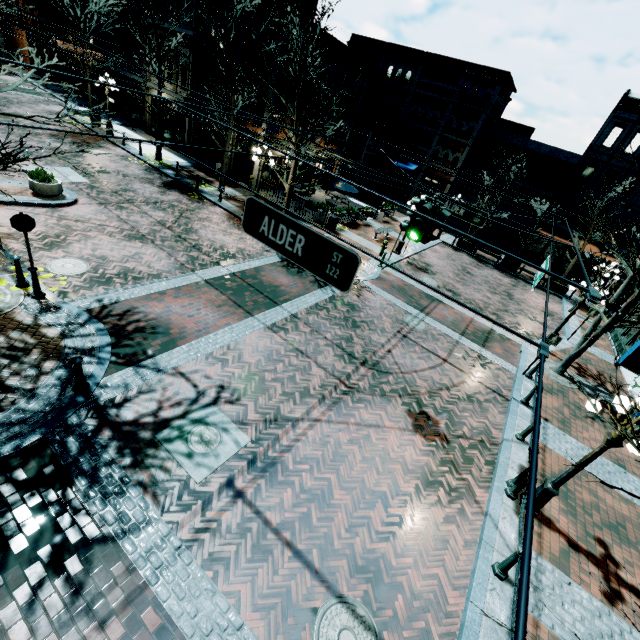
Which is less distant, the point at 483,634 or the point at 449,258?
the point at 483,634

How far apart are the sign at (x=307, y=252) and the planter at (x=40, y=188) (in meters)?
13.24

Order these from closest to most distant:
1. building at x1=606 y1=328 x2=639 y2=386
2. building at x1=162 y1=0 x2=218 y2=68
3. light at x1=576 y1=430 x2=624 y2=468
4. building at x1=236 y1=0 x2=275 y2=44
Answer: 1. light at x1=576 y1=430 x2=624 y2=468
2. building at x1=606 y1=328 x2=639 y2=386
3. building at x1=236 y1=0 x2=275 y2=44
4. building at x1=162 y1=0 x2=218 y2=68

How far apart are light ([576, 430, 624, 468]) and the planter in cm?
1818

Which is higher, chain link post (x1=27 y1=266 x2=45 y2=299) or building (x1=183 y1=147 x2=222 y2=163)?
building (x1=183 y1=147 x2=222 y2=163)

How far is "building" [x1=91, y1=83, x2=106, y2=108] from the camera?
29.1m

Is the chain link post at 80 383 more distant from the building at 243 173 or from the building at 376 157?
the building at 376 157

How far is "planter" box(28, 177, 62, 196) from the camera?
12.3 meters
